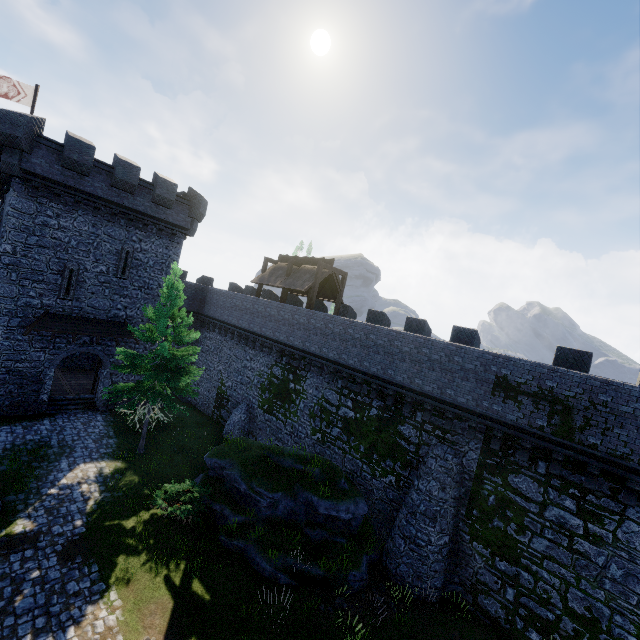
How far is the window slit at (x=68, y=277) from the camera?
20.1m

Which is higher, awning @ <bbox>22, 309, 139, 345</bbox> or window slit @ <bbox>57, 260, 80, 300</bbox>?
window slit @ <bbox>57, 260, 80, 300</bbox>

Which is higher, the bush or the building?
the building

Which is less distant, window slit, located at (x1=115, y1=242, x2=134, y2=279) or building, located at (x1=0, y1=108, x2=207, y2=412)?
building, located at (x1=0, y1=108, x2=207, y2=412)

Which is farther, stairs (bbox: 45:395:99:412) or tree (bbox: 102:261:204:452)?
stairs (bbox: 45:395:99:412)

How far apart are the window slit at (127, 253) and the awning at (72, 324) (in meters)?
2.73

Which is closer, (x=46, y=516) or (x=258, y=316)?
(x=46, y=516)

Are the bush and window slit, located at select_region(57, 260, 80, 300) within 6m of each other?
no
